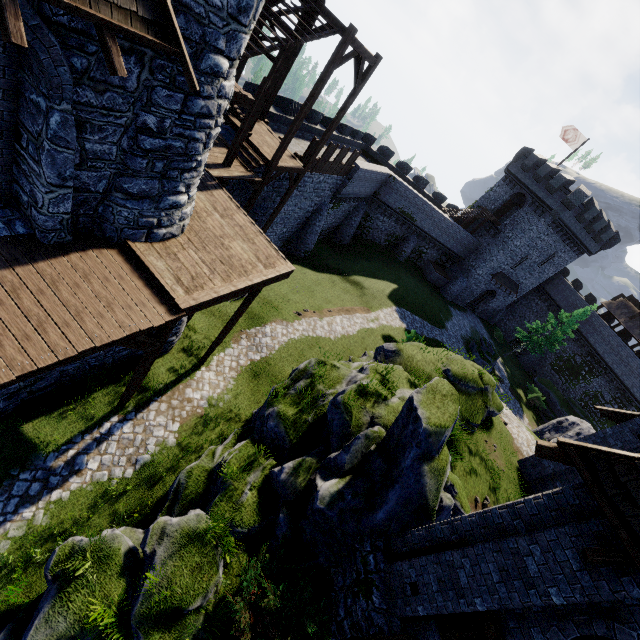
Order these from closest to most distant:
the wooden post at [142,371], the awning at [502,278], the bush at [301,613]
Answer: the bush at [301,613] < the wooden post at [142,371] < the awning at [502,278]

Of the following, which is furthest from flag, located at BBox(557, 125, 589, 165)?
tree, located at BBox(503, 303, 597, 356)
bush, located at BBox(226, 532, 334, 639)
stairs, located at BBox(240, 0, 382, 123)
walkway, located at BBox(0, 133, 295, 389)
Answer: bush, located at BBox(226, 532, 334, 639)

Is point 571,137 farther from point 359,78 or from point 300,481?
point 300,481

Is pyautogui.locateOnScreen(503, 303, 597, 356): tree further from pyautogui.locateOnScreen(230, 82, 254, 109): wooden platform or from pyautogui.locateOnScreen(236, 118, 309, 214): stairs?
pyautogui.locateOnScreen(230, 82, 254, 109): wooden platform

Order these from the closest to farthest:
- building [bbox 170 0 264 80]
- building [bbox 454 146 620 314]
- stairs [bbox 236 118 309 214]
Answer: building [bbox 170 0 264 80] < stairs [bbox 236 118 309 214] < building [bbox 454 146 620 314]

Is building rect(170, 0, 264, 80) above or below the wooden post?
above

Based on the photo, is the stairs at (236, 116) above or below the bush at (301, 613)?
above

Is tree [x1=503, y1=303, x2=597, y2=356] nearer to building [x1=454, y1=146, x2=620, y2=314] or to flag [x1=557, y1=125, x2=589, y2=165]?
building [x1=454, y1=146, x2=620, y2=314]
